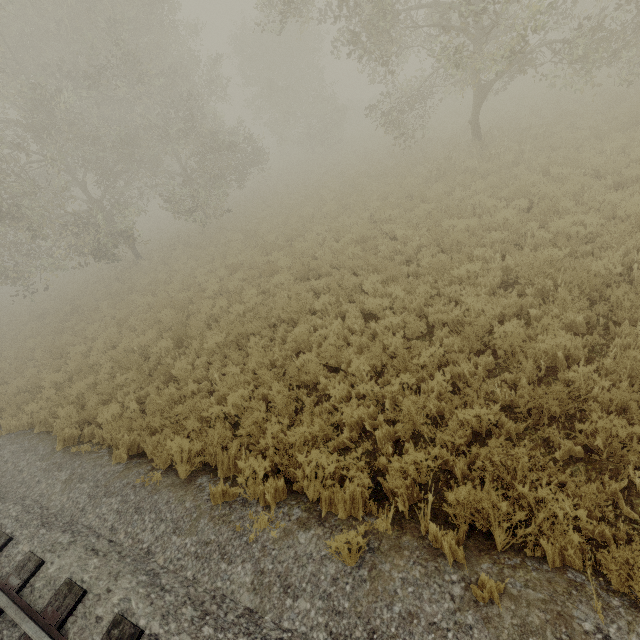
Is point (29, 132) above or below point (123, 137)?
above

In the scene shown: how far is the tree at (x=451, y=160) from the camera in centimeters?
1262cm

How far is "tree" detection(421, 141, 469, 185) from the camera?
12.6 meters
